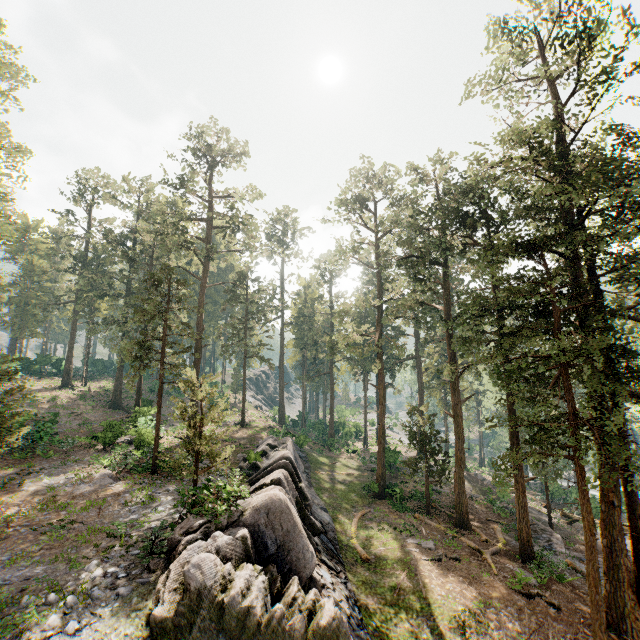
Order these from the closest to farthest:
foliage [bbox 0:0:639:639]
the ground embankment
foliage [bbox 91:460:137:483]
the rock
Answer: the rock < foliage [bbox 0:0:639:639] < foliage [bbox 91:460:137:483] < the ground embankment

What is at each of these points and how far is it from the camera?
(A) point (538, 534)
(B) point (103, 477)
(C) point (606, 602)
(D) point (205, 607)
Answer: (A) ground embankment, 24.6 meters
(B) foliage, 19.0 meters
(C) foliage, 15.4 meters
(D) rock, 9.0 meters

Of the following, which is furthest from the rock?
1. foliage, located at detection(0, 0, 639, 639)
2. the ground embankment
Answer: the ground embankment

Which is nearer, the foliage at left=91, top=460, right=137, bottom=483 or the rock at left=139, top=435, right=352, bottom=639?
the rock at left=139, top=435, right=352, bottom=639

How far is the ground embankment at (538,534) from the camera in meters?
21.8

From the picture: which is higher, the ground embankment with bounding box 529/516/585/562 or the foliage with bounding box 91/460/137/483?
the foliage with bounding box 91/460/137/483

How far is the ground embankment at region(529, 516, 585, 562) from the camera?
21.76m

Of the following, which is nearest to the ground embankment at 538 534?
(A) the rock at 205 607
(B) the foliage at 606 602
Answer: (B) the foliage at 606 602
